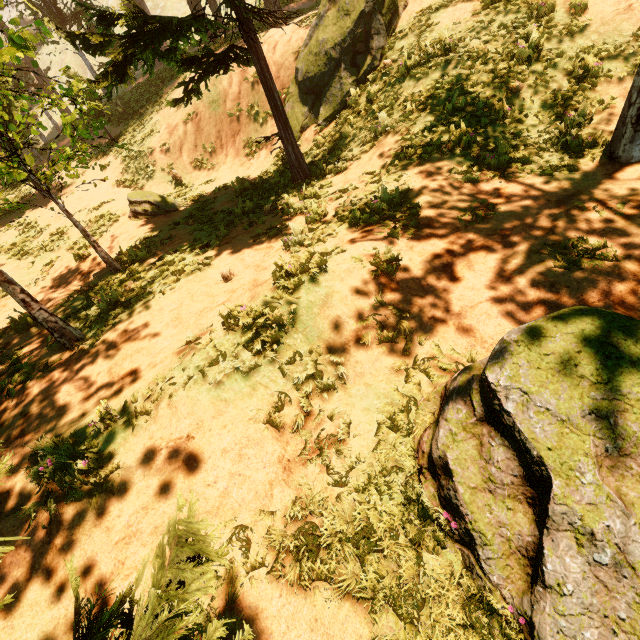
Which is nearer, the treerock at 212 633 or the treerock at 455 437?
the treerock at 212 633

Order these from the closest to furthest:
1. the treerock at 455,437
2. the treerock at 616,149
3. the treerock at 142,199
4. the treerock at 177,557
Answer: the treerock at 177,557, the treerock at 455,437, the treerock at 616,149, the treerock at 142,199

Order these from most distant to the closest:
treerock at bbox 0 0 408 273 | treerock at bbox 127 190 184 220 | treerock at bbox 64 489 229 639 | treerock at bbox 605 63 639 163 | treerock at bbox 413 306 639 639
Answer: treerock at bbox 127 190 184 220
treerock at bbox 0 0 408 273
treerock at bbox 605 63 639 163
treerock at bbox 413 306 639 639
treerock at bbox 64 489 229 639

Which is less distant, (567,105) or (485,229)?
(485,229)

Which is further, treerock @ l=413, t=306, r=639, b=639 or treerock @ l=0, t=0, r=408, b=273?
treerock @ l=0, t=0, r=408, b=273
